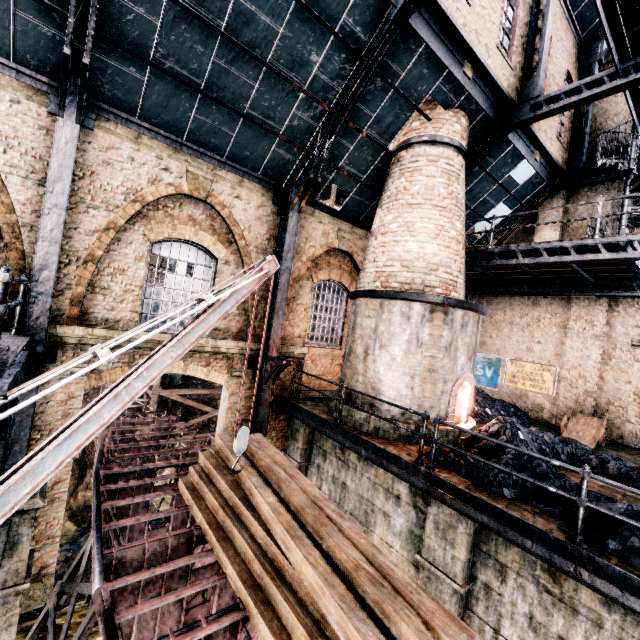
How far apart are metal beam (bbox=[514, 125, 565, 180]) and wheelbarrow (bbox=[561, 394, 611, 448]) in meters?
9.9

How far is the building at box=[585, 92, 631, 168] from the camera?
14.1m

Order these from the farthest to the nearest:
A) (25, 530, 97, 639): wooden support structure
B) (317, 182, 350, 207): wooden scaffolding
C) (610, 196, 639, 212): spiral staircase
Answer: (317, 182, 350, 207): wooden scaffolding, (610, 196, 639, 212): spiral staircase, (25, 530, 97, 639): wooden support structure

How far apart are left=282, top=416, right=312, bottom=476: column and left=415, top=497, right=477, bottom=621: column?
5.0m

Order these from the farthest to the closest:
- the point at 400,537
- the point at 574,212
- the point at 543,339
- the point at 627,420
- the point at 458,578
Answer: the point at 543,339
the point at 574,212
the point at 627,420
the point at 400,537
the point at 458,578

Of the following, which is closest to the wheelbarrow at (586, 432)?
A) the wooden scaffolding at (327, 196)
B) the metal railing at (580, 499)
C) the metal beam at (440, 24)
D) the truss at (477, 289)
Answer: the truss at (477, 289)

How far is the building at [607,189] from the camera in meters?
14.0

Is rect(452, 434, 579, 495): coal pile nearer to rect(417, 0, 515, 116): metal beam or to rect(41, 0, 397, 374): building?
rect(41, 0, 397, 374): building
